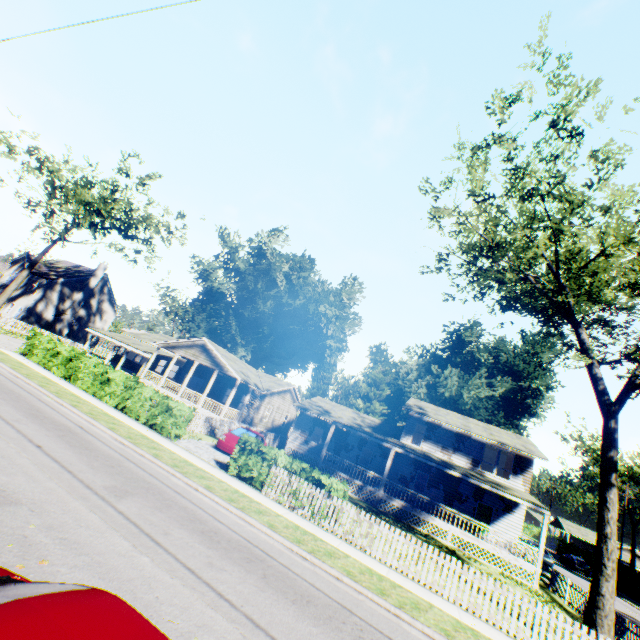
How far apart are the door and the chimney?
51.4m

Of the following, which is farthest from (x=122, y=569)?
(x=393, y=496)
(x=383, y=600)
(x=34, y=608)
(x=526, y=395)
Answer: (x=526, y=395)

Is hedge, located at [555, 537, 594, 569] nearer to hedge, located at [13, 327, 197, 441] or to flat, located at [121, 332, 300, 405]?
flat, located at [121, 332, 300, 405]

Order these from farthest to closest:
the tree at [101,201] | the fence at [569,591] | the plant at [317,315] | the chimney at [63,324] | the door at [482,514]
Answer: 1. the plant at [317,315]
2. the chimney at [63,324]
3. the tree at [101,201]
4. the door at [482,514]
5. the fence at [569,591]

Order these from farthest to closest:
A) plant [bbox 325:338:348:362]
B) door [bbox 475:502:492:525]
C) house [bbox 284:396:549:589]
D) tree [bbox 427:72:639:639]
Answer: plant [bbox 325:338:348:362], door [bbox 475:502:492:525], house [bbox 284:396:549:589], tree [bbox 427:72:639:639]

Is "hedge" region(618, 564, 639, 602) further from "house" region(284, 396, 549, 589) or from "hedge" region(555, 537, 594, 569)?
"house" region(284, 396, 549, 589)

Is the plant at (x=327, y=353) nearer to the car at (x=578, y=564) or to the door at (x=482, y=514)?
the car at (x=578, y=564)

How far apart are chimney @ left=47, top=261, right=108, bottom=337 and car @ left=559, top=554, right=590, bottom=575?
73.08m
